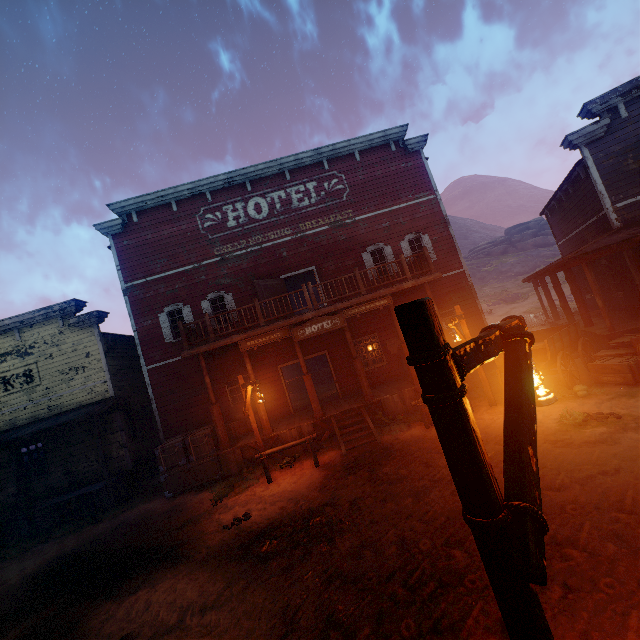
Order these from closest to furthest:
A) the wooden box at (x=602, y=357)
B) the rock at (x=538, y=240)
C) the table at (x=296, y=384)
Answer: the wooden box at (x=602, y=357) → the table at (x=296, y=384) → the rock at (x=538, y=240)

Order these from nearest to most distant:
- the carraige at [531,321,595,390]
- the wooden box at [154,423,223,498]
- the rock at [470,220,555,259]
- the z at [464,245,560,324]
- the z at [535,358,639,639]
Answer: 1. the z at [535,358,639,639]
2. the carraige at [531,321,595,390]
3. the wooden box at [154,423,223,498]
4. the z at [464,245,560,324]
5. the rock at [470,220,555,259]

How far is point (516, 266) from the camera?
48.12m

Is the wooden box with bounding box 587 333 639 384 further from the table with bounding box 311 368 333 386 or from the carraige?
the table with bounding box 311 368 333 386

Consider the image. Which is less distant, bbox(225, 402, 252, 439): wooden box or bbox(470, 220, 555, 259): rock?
bbox(225, 402, 252, 439): wooden box

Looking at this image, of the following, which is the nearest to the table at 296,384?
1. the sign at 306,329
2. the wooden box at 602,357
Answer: the sign at 306,329

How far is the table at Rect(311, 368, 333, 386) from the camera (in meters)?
23.77

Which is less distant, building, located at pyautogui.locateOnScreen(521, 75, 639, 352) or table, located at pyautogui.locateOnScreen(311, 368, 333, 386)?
building, located at pyautogui.locateOnScreen(521, 75, 639, 352)
